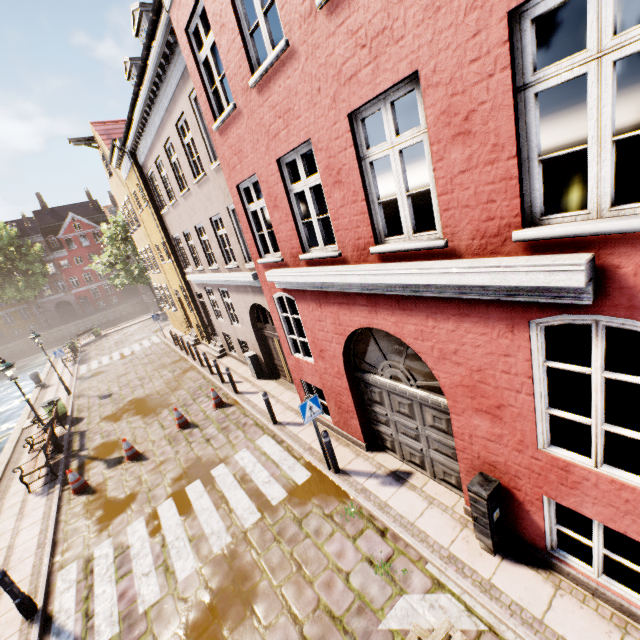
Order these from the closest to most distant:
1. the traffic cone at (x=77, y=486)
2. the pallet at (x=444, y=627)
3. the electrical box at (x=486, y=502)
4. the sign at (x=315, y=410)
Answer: the pallet at (x=444, y=627) < the electrical box at (x=486, y=502) < the sign at (x=315, y=410) < the traffic cone at (x=77, y=486)

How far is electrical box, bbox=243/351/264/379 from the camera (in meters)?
12.57

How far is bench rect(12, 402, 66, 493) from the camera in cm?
968

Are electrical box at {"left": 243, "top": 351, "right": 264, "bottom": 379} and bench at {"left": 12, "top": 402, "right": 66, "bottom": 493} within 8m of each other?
yes

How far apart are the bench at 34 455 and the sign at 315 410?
8.8 meters

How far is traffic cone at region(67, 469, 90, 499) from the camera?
9.11m

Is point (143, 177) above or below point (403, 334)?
above

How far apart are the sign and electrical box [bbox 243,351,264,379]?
6.1m
